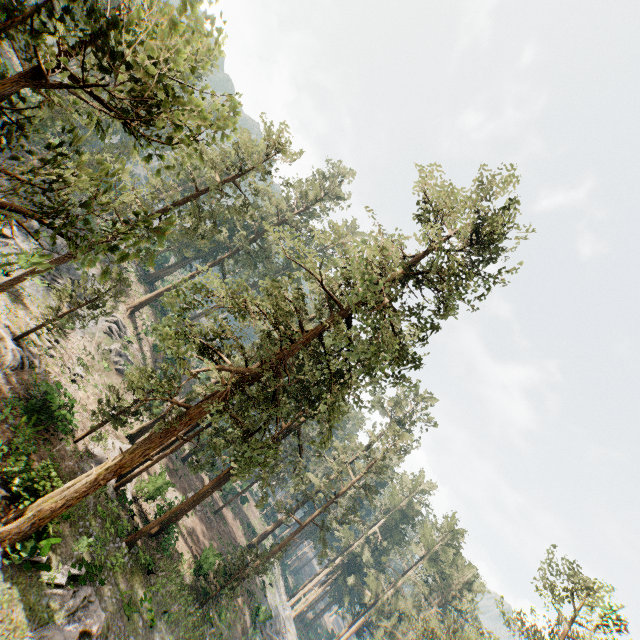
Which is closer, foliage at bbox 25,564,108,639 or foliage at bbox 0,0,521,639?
foliage at bbox 0,0,521,639

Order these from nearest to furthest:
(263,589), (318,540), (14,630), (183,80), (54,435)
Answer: (183,80), (14,630), (54,435), (318,540), (263,589)

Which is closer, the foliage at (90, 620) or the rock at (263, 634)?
the foliage at (90, 620)

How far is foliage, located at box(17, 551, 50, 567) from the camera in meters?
14.2 m

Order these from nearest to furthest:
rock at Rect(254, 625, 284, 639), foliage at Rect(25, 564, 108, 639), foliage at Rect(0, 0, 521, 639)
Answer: foliage at Rect(0, 0, 521, 639), foliage at Rect(25, 564, 108, 639), rock at Rect(254, 625, 284, 639)

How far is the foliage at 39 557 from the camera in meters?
14.2

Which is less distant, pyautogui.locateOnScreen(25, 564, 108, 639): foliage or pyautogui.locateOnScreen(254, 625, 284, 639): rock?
pyautogui.locateOnScreen(25, 564, 108, 639): foliage
